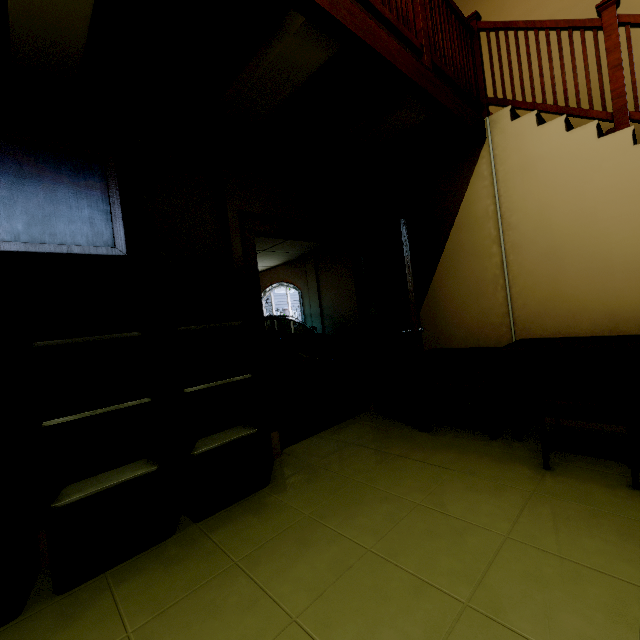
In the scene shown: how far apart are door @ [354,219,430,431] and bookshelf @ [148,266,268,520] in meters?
1.5 m

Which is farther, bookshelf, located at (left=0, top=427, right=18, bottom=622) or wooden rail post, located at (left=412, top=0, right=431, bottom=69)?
wooden rail post, located at (left=412, top=0, right=431, bottom=69)

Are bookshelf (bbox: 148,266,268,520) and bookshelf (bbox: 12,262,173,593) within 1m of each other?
yes

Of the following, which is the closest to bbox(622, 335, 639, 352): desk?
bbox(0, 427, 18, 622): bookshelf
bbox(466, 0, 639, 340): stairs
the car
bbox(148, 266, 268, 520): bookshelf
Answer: bbox(466, 0, 639, 340): stairs

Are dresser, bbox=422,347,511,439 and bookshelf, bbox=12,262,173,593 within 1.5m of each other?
no

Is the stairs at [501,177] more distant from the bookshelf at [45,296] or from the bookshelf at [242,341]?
the bookshelf at [45,296]

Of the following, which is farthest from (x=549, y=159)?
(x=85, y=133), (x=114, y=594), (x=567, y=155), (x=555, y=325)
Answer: (x=114, y=594)

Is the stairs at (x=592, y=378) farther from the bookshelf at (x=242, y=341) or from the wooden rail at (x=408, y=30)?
the bookshelf at (x=242, y=341)
